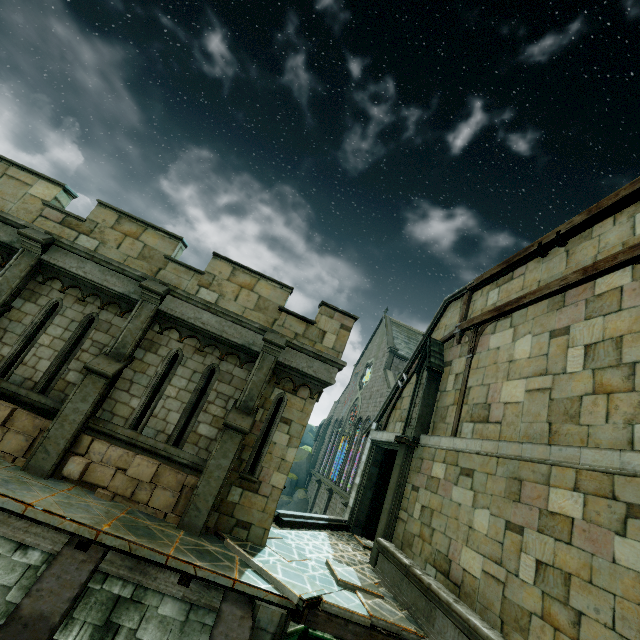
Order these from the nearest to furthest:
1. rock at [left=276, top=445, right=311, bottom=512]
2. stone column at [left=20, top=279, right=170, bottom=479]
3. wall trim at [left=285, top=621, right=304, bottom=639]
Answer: stone column at [left=20, top=279, right=170, bottom=479] < wall trim at [left=285, top=621, right=304, bottom=639] < rock at [left=276, top=445, right=311, bottom=512]

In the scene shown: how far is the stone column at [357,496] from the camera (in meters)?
13.55

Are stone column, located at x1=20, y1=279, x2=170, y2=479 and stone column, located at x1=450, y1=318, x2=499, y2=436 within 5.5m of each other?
no

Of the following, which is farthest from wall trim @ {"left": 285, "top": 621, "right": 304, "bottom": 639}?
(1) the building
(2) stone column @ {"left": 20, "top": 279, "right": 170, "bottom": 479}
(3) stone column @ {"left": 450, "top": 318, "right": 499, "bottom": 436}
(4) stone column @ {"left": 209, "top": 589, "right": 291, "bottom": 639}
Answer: (3) stone column @ {"left": 450, "top": 318, "right": 499, "bottom": 436}

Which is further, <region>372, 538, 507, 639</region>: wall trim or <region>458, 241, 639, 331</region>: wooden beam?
<region>458, 241, 639, 331</region>: wooden beam

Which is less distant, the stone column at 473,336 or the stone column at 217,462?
the stone column at 217,462

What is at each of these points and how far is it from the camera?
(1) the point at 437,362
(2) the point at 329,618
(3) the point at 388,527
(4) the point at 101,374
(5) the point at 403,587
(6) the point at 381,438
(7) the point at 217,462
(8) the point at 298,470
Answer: (1) merlon, 11.9m
(2) wooden beam, 6.2m
(3) stone column, 10.0m
(4) stone column, 7.6m
(5) wall trim, 8.0m
(6) stone beam, 13.8m
(7) stone column, 7.6m
(8) rock, 39.9m

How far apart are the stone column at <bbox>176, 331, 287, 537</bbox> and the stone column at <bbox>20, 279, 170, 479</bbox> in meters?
2.8 m
